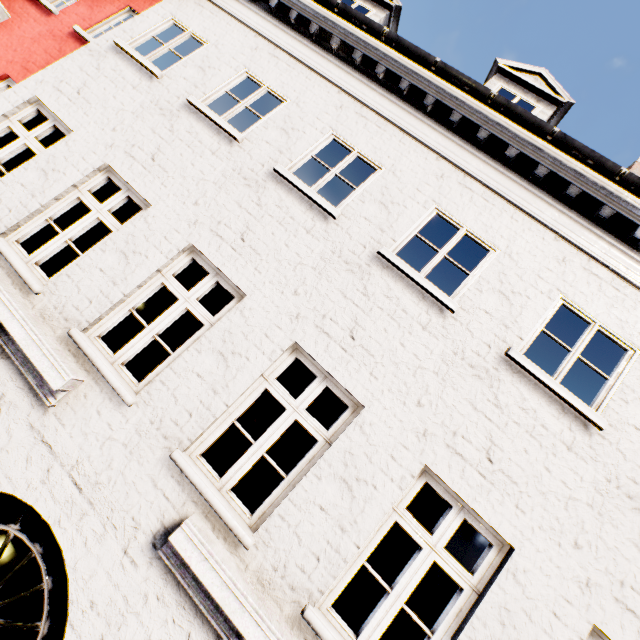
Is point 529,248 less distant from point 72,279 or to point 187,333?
point 72,279
